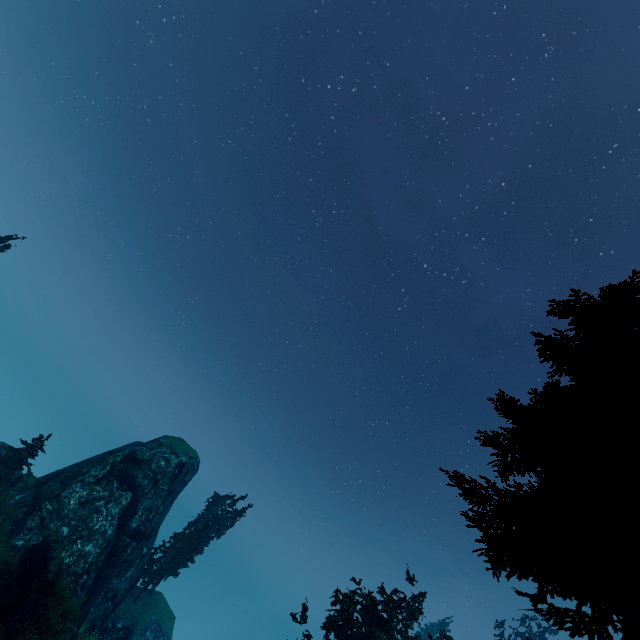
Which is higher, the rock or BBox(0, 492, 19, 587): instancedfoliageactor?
the rock

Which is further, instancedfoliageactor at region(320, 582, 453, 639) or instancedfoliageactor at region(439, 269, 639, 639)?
instancedfoliageactor at region(320, 582, 453, 639)

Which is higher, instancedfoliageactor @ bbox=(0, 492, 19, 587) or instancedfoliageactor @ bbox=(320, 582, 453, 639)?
instancedfoliageactor @ bbox=(320, 582, 453, 639)

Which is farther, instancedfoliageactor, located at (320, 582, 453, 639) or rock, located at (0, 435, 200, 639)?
rock, located at (0, 435, 200, 639)

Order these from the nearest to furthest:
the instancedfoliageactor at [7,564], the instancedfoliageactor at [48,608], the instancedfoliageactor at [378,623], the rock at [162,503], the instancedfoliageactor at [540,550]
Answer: the instancedfoliageactor at [540,550] < the instancedfoliageactor at [48,608] < the instancedfoliageactor at [7,564] < the instancedfoliageactor at [378,623] < the rock at [162,503]

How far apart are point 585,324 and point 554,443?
6.8m

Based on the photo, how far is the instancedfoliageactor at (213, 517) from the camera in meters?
26.9

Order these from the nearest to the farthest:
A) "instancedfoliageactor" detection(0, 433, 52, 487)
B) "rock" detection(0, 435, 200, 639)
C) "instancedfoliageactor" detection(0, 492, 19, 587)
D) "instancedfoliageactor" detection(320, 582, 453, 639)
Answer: "instancedfoliageactor" detection(0, 492, 19, 587)
"instancedfoliageactor" detection(320, 582, 453, 639)
"rock" detection(0, 435, 200, 639)
"instancedfoliageactor" detection(0, 433, 52, 487)
